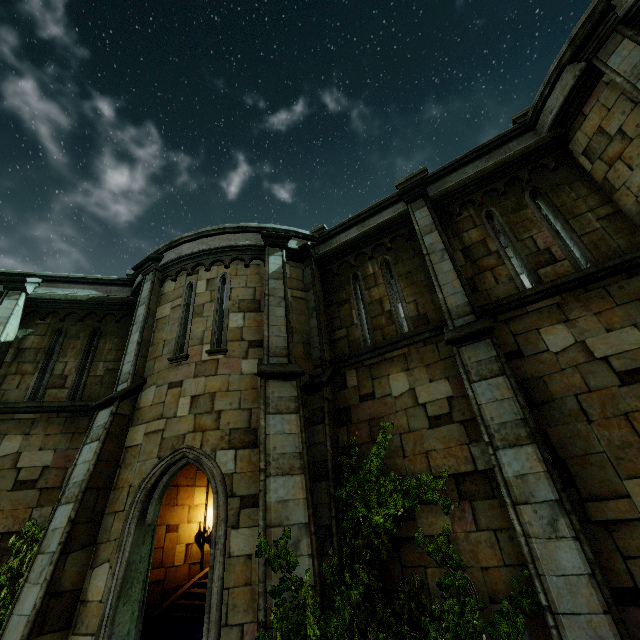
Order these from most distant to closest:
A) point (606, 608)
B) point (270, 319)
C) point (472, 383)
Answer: point (270, 319), point (472, 383), point (606, 608)

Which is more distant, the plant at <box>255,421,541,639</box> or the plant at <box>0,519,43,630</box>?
the plant at <box>0,519,43,630</box>

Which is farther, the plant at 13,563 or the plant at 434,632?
the plant at 13,563
